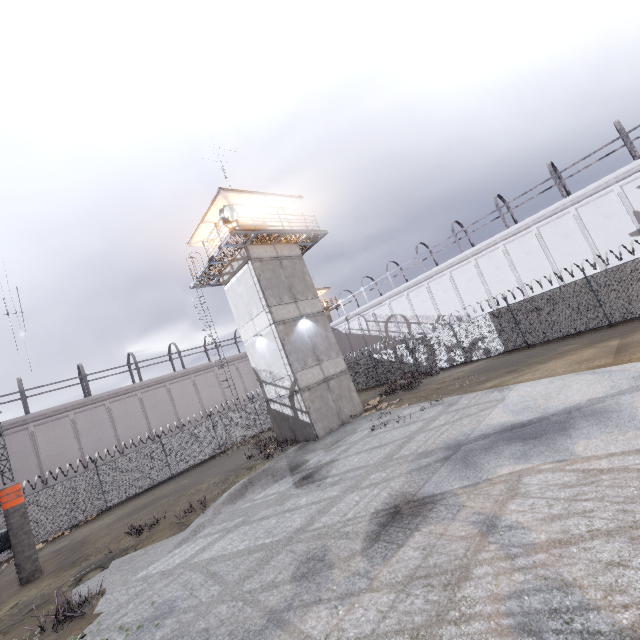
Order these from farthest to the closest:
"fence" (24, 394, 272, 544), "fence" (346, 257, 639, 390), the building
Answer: "fence" (24, 394, 272, 544)
the building
"fence" (346, 257, 639, 390)

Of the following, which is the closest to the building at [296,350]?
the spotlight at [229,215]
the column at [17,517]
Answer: the spotlight at [229,215]

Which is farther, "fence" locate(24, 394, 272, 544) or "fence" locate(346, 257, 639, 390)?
"fence" locate(24, 394, 272, 544)

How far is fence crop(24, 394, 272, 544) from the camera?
18.8m

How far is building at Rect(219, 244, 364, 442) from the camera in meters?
17.9

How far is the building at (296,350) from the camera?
17.94m

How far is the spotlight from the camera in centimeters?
1634cm

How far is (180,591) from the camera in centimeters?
740cm
